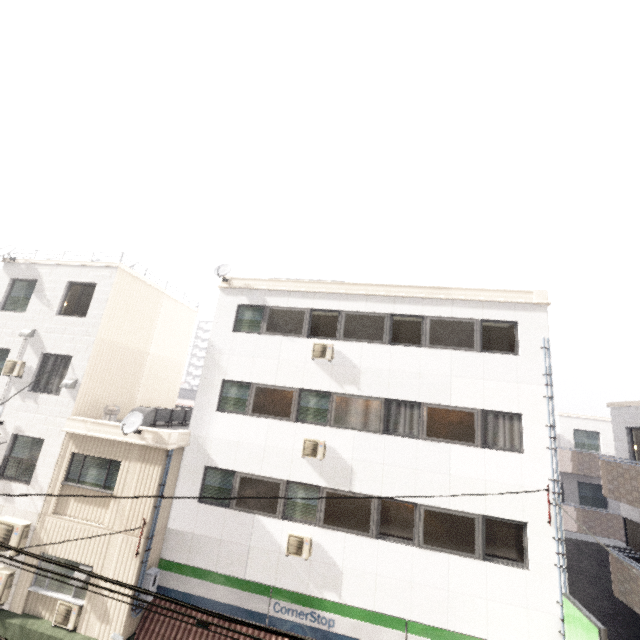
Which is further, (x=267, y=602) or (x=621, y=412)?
(x=621, y=412)

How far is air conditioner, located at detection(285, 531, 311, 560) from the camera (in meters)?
9.66

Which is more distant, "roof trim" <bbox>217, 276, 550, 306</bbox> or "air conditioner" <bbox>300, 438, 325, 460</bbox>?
"roof trim" <bbox>217, 276, 550, 306</bbox>

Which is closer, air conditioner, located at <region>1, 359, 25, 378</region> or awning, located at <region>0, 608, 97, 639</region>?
awning, located at <region>0, 608, 97, 639</region>

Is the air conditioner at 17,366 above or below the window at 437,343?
below

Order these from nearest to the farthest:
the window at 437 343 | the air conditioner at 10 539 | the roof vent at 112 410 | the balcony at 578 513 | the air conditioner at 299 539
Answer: the air conditioner at 299 539 → the air conditioner at 10 539 → the window at 437 343 → the roof vent at 112 410 → the balcony at 578 513

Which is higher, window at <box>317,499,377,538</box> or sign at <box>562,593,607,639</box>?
window at <box>317,499,377,538</box>

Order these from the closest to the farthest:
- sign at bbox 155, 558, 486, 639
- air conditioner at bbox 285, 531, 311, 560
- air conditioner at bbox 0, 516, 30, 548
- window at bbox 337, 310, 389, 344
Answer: sign at bbox 155, 558, 486, 639
air conditioner at bbox 285, 531, 311, 560
air conditioner at bbox 0, 516, 30, 548
window at bbox 337, 310, 389, 344
